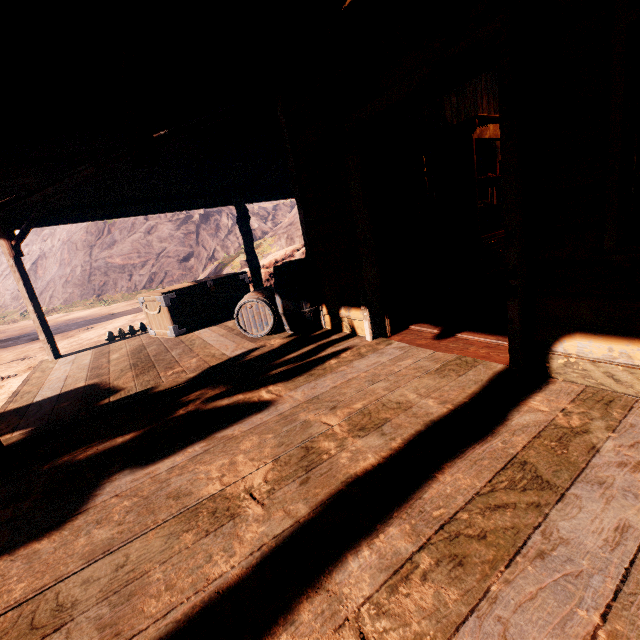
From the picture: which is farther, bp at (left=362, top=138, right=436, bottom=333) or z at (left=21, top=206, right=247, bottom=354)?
z at (left=21, top=206, right=247, bottom=354)

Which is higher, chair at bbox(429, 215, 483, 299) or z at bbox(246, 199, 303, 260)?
z at bbox(246, 199, 303, 260)

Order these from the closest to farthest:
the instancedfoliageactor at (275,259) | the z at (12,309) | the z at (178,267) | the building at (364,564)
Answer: the building at (364,564) → the z at (12,309) → the instancedfoliageactor at (275,259) → the z at (178,267)

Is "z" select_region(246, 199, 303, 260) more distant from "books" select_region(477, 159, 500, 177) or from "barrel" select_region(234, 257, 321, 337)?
"books" select_region(477, 159, 500, 177)

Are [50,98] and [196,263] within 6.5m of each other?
no

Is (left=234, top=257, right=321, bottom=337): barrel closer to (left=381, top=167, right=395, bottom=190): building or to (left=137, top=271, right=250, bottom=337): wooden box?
(left=381, top=167, right=395, bottom=190): building

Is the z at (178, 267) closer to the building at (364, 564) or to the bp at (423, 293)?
the building at (364, 564)

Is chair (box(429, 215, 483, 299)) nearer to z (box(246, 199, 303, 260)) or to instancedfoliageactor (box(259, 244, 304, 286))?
z (box(246, 199, 303, 260))
